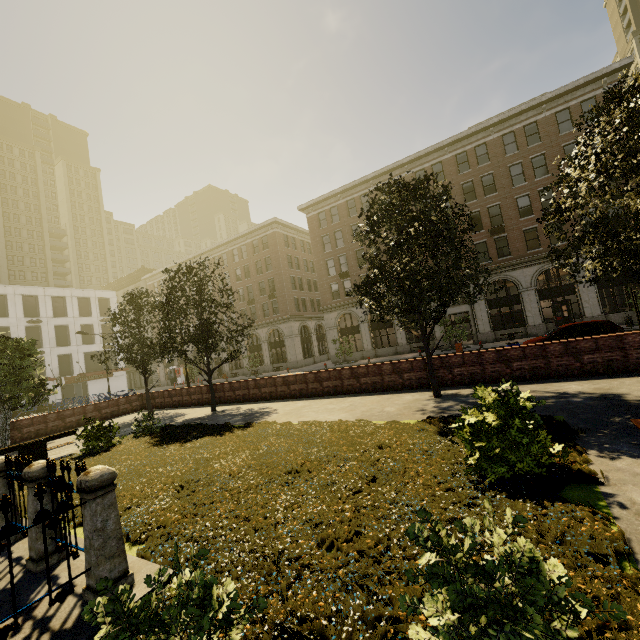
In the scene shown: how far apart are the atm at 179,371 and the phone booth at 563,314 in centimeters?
4980cm

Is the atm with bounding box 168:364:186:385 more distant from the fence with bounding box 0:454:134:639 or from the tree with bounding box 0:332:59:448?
the fence with bounding box 0:454:134:639

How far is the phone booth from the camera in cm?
2587

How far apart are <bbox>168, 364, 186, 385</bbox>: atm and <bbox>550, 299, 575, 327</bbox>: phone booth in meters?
49.8

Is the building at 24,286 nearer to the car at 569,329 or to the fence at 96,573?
the fence at 96,573

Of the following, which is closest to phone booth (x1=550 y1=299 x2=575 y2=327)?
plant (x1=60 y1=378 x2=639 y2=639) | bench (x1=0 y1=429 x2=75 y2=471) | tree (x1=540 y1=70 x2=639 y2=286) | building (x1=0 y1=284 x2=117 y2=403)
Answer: tree (x1=540 y1=70 x2=639 y2=286)

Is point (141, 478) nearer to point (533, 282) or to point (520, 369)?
point (520, 369)

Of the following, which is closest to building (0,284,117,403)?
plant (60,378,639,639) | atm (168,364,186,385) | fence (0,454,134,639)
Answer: atm (168,364,186,385)
